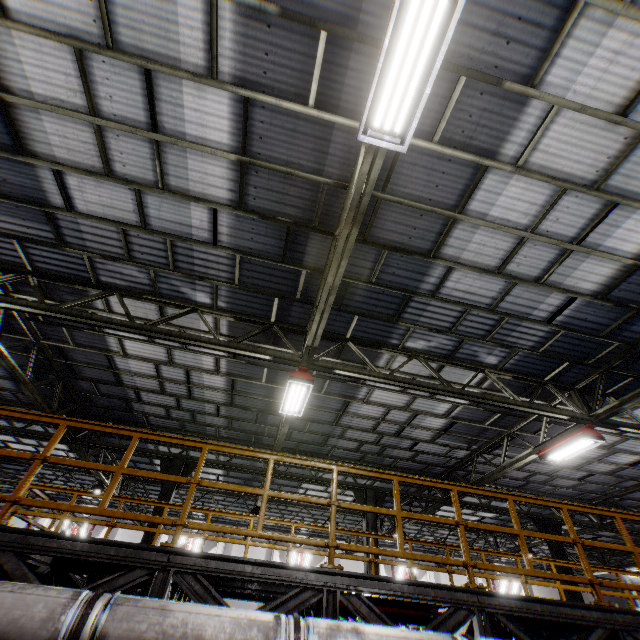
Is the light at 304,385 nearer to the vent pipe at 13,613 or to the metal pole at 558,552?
the vent pipe at 13,613

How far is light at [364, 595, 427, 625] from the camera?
4.87m

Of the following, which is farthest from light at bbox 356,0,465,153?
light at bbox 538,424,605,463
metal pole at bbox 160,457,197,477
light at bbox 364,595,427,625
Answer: metal pole at bbox 160,457,197,477

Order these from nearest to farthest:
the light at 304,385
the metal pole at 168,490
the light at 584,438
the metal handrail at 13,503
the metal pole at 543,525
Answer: the metal handrail at 13,503 < the light at 304,385 < the light at 584,438 < the metal pole at 168,490 < the metal pole at 543,525

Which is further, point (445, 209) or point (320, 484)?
point (320, 484)

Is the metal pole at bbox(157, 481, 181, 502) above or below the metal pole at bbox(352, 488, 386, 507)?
below

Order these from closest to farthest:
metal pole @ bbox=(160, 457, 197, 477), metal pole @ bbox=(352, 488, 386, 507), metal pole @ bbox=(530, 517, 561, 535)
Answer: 1. metal pole @ bbox=(160, 457, 197, 477)
2. metal pole @ bbox=(352, 488, 386, 507)
3. metal pole @ bbox=(530, 517, 561, 535)

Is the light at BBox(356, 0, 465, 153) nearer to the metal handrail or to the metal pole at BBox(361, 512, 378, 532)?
the metal handrail
